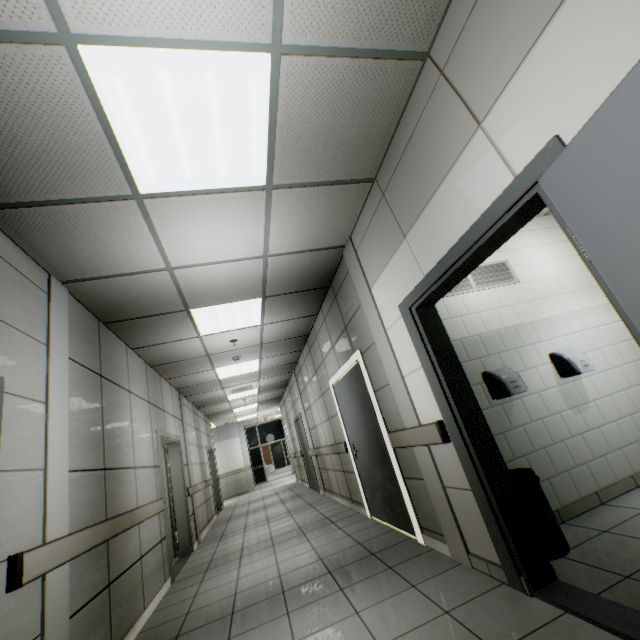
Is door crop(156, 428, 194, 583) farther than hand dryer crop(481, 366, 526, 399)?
Yes

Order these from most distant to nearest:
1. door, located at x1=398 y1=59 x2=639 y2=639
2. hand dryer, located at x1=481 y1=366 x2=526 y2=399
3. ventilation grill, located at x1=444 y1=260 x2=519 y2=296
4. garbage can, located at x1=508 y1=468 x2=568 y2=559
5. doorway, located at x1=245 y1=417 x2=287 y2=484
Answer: doorway, located at x1=245 y1=417 x2=287 y2=484 < ventilation grill, located at x1=444 y1=260 x2=519 y2=296 < hand dryer, located at x1=481 y1=366 x2=526 y2=399 < garbage can, located at x1=508 y1=468 x2=568 y2=559 < door, located at x1=398 y1=59 x2=639 y2=639

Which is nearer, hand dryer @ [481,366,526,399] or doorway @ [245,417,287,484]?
hand dryer @ [481,366,526,399]

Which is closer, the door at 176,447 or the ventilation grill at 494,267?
the ventilation grill at 494,267

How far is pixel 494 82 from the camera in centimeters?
166cm

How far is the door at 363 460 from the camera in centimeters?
384cm

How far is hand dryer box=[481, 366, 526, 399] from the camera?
3.1m

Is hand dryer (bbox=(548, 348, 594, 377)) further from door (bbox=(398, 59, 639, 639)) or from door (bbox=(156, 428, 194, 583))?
door (bbox=(156, 428, 194, 583))
